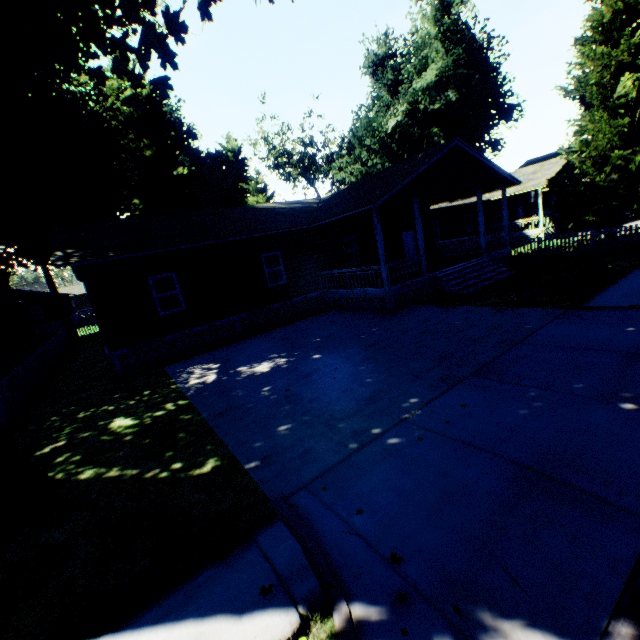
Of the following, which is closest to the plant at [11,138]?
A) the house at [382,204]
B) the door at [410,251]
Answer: the house at [382,204]

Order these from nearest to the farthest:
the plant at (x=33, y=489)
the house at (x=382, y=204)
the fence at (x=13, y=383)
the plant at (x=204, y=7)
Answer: the plant at (x=33, y=489) < the fence at (x=13, y=383) < the house at (x=382, y=204) < the plant at (x=204, y=7)

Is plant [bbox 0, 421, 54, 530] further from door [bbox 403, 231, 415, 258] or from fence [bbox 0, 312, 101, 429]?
door [bbox 403, 231, 415, 258]

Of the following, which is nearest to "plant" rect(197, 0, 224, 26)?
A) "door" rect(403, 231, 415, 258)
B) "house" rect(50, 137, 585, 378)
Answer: "house" rect(50, 137, 585, 378)

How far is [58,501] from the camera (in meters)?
5.51

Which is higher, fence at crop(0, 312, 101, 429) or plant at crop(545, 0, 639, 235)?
plant at crop(545, 0, 639, 235)

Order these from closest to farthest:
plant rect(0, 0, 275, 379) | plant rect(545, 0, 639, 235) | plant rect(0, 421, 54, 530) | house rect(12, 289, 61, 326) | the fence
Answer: plant rect(0, 421, 54, 530) < the fence < plant rect(0, 0, 275, 379) < plant rect(545, 0, 639, 235) < house rect(12, 289, 61, 326)
